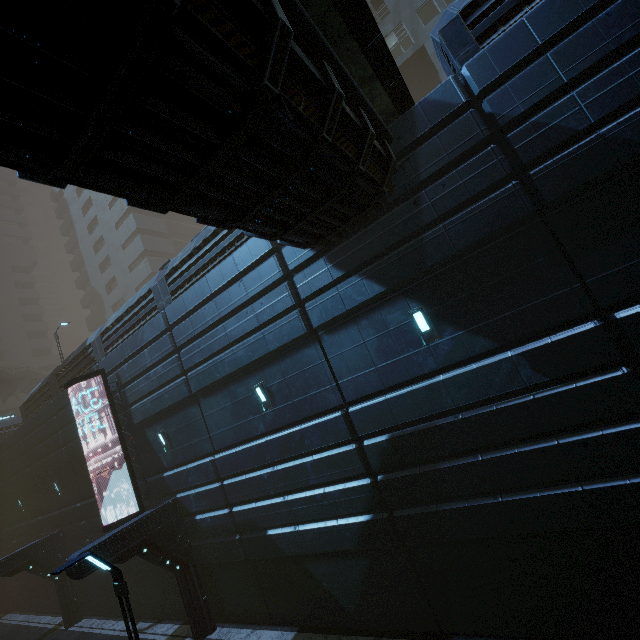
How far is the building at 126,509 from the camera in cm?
1462

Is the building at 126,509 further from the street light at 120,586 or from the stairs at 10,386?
the street light at 120,586

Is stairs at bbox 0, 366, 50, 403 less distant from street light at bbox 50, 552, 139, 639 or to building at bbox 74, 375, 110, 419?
building at bbox 74, 375, 110, 419

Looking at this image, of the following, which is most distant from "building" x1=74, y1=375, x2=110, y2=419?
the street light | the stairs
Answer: the street light

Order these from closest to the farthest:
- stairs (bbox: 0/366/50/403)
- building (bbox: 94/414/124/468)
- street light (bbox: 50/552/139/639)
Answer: street light (bbox: 50/552/139/639)
building (bbox: 94/414/124/468)
stairs (bbox: 0/366/50/403)

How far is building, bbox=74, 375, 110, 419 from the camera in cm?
1541

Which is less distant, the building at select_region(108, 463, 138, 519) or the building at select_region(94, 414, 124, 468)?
the building at select_region(108, 463, 138, 519)

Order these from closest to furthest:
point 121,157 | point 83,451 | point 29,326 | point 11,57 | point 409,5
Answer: point 11,57 < point 121,157 < point 83,451 < point 409,5 < point 29,326
